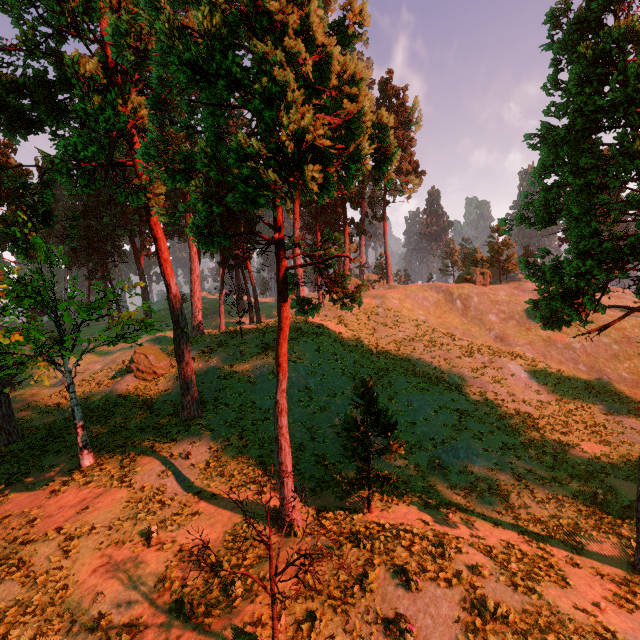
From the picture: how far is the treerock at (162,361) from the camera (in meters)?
26.82

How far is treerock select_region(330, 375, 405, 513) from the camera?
13.6 meters

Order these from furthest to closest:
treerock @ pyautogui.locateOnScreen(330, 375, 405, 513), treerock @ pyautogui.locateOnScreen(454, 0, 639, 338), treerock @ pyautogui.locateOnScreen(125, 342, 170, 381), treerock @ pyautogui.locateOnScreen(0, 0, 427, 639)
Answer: treerock @ pyautogui.locateOnScreen(125, 342, 170, 381) → treerock @ pyautogui.locateOnScreen(330, 375, 405, 513) → treerock @ pyautogui.locateOnScreen(454, 0, 639, 338) → treerock @ pyautogui.locateOnScreen(0, 0, 427, 639)

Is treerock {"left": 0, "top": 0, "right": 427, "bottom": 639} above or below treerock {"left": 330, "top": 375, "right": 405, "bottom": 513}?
above

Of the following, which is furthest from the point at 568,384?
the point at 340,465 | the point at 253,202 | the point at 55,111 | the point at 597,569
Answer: the point at 55,111

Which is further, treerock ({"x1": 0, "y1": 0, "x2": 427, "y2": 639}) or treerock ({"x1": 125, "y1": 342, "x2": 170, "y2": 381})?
treerock ({"x1": 125, "y1": 342, "x2": 170, "y2": 381})
